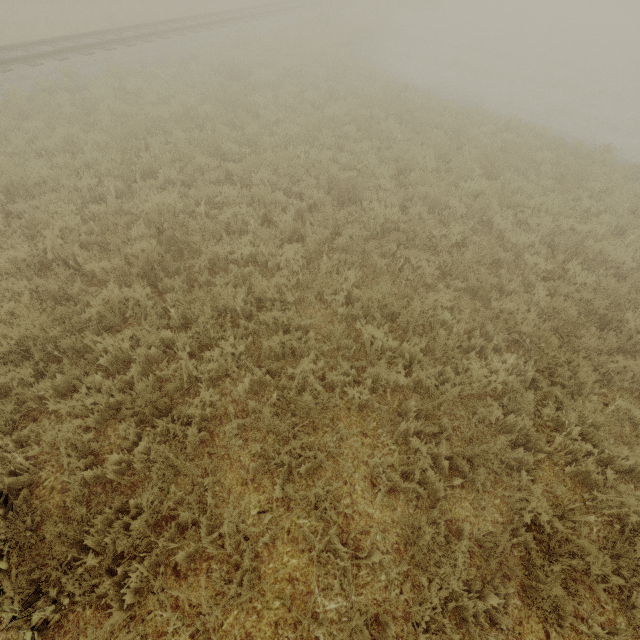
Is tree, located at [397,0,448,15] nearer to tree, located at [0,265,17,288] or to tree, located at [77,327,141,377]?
tree, located at [0,265,17,288]

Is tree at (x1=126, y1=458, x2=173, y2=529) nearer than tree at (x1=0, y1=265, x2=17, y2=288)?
Yes

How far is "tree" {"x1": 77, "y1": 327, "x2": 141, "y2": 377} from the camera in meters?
4.2 m

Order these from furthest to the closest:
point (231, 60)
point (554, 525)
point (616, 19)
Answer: point (616, 19) → point (231, 60) → point (554, 525)

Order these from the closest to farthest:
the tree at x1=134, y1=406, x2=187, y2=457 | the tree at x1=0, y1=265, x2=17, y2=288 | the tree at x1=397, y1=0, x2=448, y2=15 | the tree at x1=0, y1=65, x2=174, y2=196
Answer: the tree at x1=134, y1=406, x2=187, y2=457 → the tree at x1=0, y1=265, x2=17, y2=288 → the tree at x1=0, y1=65, x2=174, y2=196 → the tree at x1=397, y1=0, x2=448, y2=15

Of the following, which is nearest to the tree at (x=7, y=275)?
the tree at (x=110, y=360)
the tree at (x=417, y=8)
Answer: the tree at (x=110, y=360)
